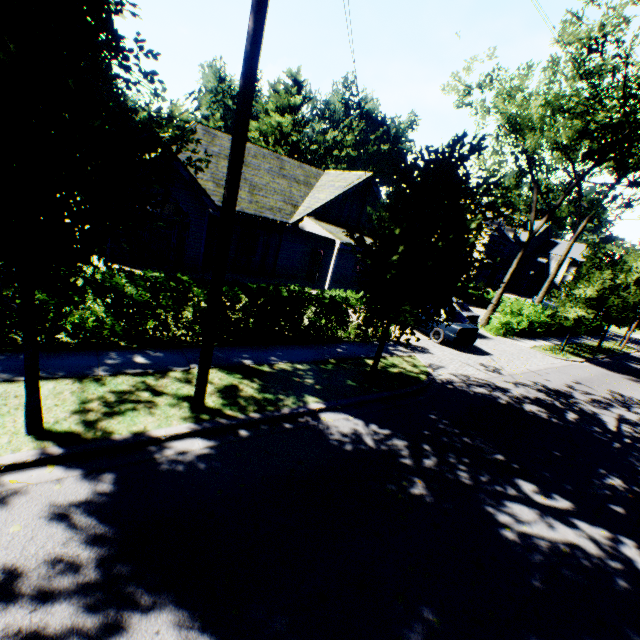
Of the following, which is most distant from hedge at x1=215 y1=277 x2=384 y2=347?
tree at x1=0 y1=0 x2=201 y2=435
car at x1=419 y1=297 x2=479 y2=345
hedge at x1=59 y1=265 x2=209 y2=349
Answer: car at x1=419 y1=297 x2=479 y2=345

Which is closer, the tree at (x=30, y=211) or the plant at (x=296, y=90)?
the tree at (x=30, y=211)

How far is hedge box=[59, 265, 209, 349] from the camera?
7.0 meters

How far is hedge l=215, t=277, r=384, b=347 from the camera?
8.8m

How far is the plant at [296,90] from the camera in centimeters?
4831cm

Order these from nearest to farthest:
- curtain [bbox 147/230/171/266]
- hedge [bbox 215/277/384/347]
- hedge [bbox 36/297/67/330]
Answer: hedge [bbox 36/297/67/330], hedge [bbox 215/277/384/347], curtain [bbox 147/230/171/266]

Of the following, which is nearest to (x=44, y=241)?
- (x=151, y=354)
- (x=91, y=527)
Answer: (x=91, y=527)
